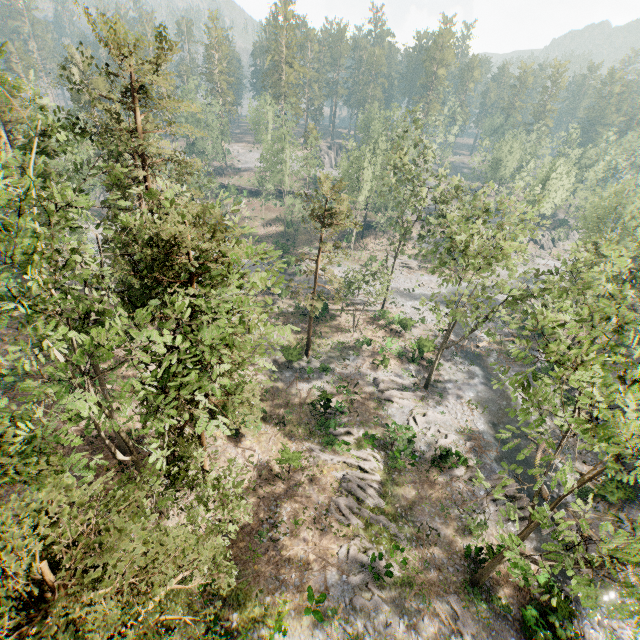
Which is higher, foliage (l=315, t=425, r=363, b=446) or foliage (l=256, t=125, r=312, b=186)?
foliage (l=256, t=125, r=312, b=186)

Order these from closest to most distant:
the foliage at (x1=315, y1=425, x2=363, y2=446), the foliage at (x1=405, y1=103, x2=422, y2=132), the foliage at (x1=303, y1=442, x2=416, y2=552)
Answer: the foliage at (x1=303, y1=442, x2=416, y2=552)
the foliage at (x1=315, y1=425, x2=363, y2=446)
the foliage at (x1=405, y1=103, x2=422, y2=132)

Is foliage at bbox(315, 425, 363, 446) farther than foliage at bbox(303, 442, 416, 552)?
Yes

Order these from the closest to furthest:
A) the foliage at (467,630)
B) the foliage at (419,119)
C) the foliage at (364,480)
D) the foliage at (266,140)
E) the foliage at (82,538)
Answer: the foliage at (82,538) < the foliage at (467,630) < the foliage at (364,480) < the foliage at (419,119) < the foliage at (266,140)

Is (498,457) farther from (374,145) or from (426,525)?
(374,145)

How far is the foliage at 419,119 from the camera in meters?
36.5 m
